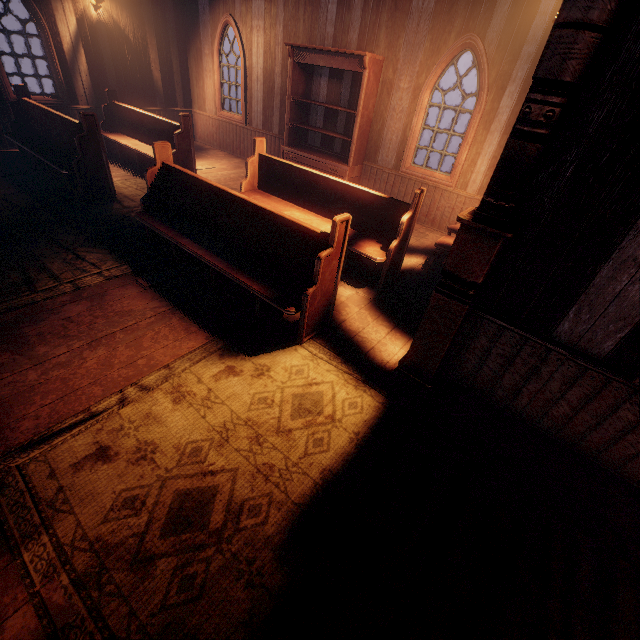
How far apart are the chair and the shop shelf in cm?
292

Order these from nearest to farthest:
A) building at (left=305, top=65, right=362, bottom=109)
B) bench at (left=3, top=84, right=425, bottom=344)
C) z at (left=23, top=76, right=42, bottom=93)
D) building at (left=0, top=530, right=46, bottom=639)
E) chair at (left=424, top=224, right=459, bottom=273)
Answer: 1. building at (left=0, top=530, right=46, bottom=639)
2. bench at (left=3, top=84, right=425, bottom=344)
3. chair at (left=424, top=224, right=459, bottom=273)
4. building at (left=305, top=65, right=362, bottom=109)
5. z at (left=23, top=76, right=42, bottom=93)

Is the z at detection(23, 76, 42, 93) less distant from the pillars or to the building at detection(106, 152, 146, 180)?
the building at detection(106, 152, 146, 180)

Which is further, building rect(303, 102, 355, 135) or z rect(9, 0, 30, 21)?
z rect(9, 0, 30, 21)

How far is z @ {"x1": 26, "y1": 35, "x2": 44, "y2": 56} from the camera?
15.8 meters

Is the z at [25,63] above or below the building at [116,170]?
above

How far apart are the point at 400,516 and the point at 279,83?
9.0m

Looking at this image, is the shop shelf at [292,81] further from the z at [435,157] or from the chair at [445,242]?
the z at [435,157]
